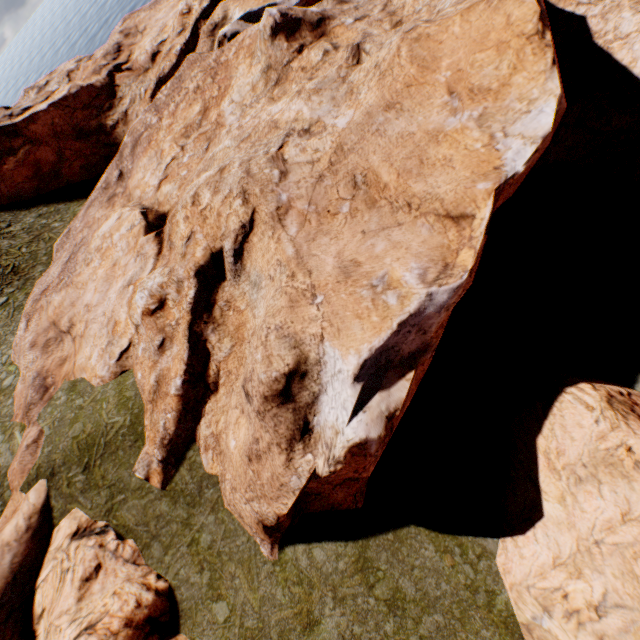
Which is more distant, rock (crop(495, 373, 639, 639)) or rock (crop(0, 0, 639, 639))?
rock (crop(0, 0, 639, 639))

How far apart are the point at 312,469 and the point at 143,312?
13.7m

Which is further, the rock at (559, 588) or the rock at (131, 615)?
the rock at (131, 615)
